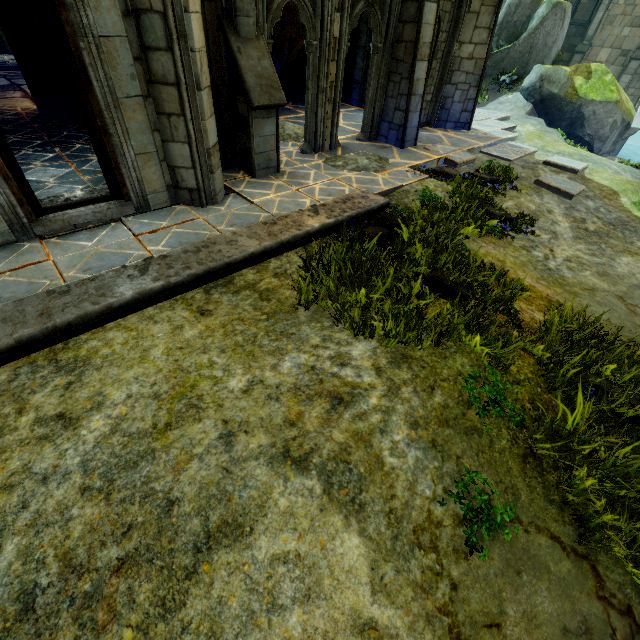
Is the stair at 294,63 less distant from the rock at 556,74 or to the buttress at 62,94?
the rock at 556,74

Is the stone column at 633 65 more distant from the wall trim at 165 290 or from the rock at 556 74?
the wall trim at 165 290

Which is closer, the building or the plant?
the building

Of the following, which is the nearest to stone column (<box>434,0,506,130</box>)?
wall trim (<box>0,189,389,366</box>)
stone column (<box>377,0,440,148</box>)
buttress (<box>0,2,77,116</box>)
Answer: stone column (<box>377,0,440,148</box>)

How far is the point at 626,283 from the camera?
5.7m

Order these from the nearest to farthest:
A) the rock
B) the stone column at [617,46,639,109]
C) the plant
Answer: the rock, the plant, the stone column at [617,46,639,109]

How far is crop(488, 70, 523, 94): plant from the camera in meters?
16.4 m

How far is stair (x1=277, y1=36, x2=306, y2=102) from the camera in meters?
13.0
